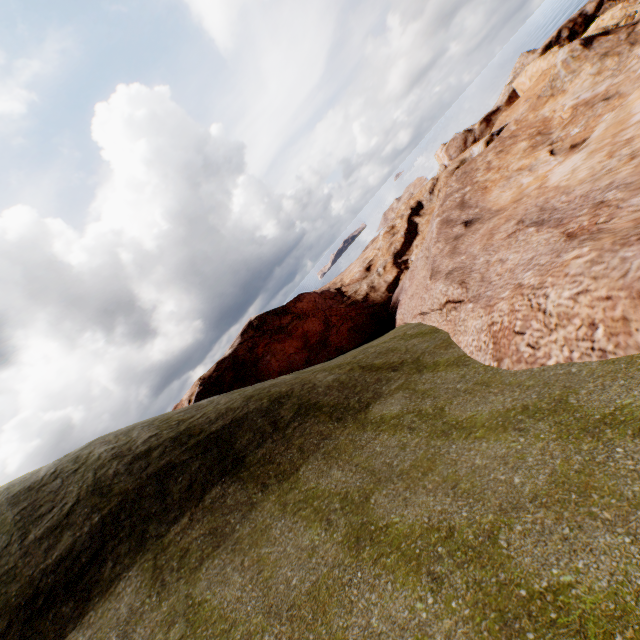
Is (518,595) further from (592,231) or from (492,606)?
(592,231)
